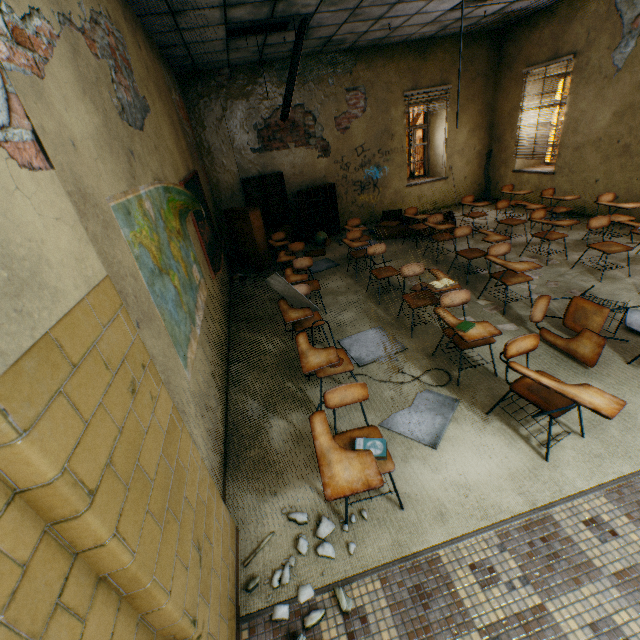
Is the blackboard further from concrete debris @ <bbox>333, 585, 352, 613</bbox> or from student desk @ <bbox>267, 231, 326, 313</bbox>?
concrete debris @ <bbox>333, 585, 352, 613</bbox>

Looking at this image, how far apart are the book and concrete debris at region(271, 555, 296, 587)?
0.5 meters

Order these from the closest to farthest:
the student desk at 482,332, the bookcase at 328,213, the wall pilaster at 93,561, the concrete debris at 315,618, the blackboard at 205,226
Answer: the wall pilaster at 93,561
the concrete debris at 315,618
the student desk at 482,332
the blackboard at 205,226
the bookcase at 328,213

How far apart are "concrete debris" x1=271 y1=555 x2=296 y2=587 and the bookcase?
7.14m

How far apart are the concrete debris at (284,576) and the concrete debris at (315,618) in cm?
9

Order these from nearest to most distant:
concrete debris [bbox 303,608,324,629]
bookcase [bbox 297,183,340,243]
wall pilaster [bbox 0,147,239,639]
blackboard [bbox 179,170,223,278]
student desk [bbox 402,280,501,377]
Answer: wall pilaster [bbox 0,147,239,639] → concrete debris [bbox 303,608,324,629] → student desk [bbox 402,280,501,377] → blackboard [bbox 179,170,223,278] → bookcase [bbox 297,183,340,243]

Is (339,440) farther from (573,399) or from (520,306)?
(520,306)

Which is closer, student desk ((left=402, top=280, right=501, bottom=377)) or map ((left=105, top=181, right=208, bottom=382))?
map ((left=105, top=181, right=208, bottom=382))
